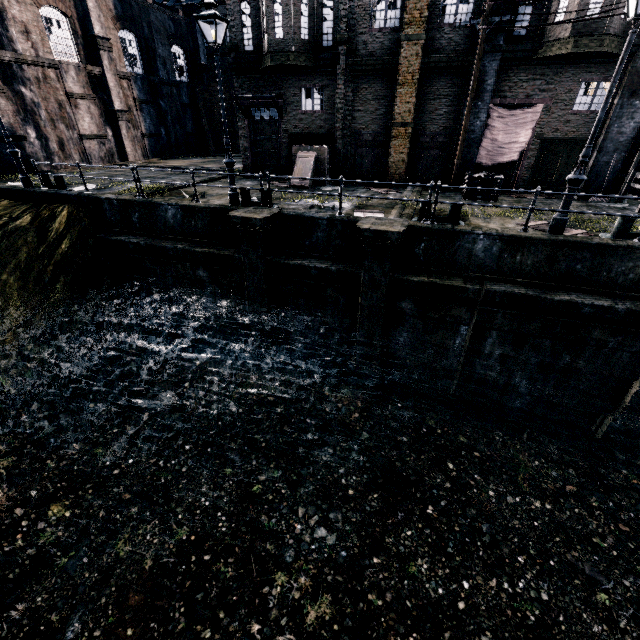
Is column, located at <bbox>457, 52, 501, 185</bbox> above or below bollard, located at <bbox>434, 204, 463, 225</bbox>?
above

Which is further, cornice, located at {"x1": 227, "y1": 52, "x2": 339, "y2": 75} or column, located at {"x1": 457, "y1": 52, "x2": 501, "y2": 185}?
cornice, located at {"x1": 227, "y1": 52, "x2": 339, "y2": 75}

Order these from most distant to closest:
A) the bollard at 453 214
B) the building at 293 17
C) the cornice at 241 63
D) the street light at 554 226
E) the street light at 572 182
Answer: the cornice at 241 63 → the building at 293 17 → the bollard at 453 214 → the street light at 554 226 → the street light at 572 182

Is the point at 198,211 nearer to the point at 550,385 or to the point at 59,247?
the point at 59,247

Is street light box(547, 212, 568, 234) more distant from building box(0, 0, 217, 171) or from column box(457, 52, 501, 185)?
building box(0, 0, 217, 171)

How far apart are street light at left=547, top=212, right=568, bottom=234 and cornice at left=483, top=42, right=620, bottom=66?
9.3 meters

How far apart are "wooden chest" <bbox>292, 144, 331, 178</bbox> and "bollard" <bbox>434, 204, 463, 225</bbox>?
7.6m

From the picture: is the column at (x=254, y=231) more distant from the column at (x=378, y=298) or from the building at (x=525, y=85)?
the building at (x=525, y=85)
